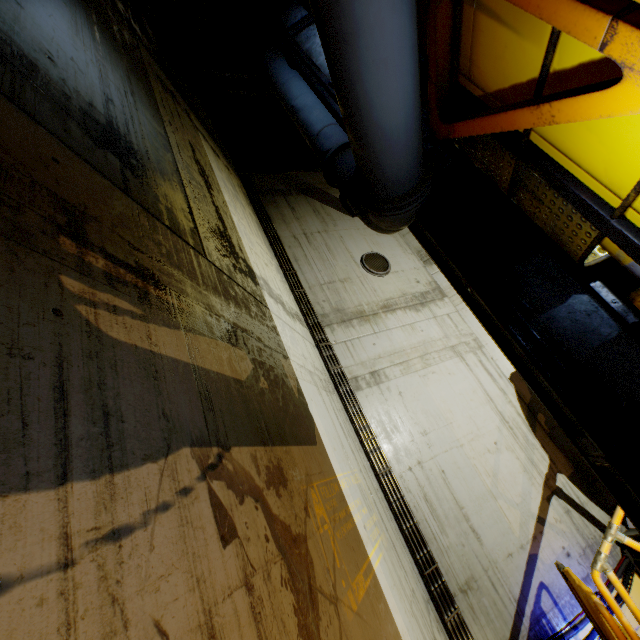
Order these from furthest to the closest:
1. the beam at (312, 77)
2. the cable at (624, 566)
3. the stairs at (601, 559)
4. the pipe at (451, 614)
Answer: the cable at (624, 566), the pipe at (451, 614), the beam at (312, 77), the stairs at (601, 559)

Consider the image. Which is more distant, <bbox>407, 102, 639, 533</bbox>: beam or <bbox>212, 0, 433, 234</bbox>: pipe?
<bbox>407, 102, 639, 533</bbox>: beam

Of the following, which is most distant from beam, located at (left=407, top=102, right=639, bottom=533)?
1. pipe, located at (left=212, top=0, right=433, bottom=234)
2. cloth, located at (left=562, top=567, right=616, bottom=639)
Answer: cloth, located at (left=562, top=567, right=616, bottom=639)

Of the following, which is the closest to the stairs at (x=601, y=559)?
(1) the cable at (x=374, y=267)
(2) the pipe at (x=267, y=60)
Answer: (2) the pipe at (x=267, y=60)

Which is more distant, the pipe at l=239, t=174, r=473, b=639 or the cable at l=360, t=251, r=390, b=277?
the cable at l=360, t=251, r=390, b=277

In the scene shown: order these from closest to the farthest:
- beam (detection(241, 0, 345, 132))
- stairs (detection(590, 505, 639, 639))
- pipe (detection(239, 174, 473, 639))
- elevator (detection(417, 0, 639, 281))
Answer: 1. elevator (detection(417, 0, 639, 281))
2. stairs (detection(590, 505, 639, 639))
3. beam (detection(241, 0, 345, 132))
4. pipe (detection(239, 174, 473, 639))

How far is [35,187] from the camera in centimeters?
167cm

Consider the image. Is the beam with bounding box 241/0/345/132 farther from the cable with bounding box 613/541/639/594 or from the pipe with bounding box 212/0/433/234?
the cable with bounding box 613/541/639/594
